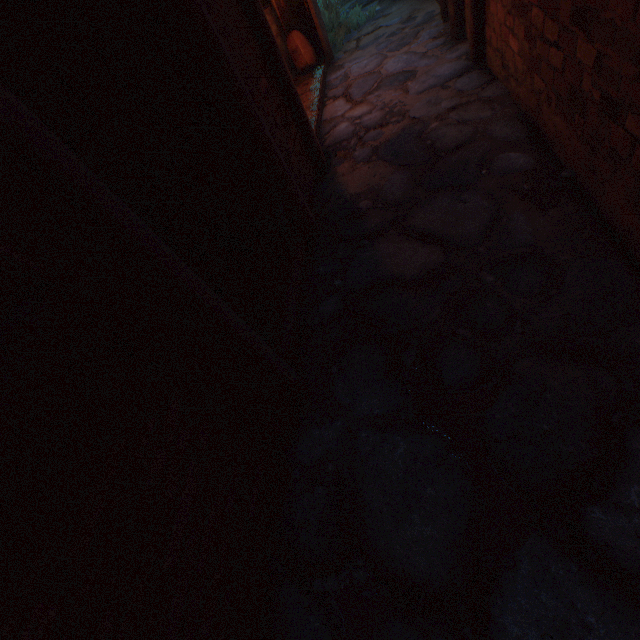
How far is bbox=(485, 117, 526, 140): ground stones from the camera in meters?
2.6 m

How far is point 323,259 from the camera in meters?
2.7 m

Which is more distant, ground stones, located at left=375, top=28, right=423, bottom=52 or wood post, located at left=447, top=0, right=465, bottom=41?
ground stones, located at left=375, top=28, right=423, bottom=52

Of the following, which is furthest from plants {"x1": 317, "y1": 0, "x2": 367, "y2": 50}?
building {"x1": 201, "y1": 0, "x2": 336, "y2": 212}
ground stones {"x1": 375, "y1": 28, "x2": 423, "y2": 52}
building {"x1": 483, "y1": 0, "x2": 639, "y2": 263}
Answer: building {"x1": 483, "y1": 0, "x2": 639, "y2": 263}

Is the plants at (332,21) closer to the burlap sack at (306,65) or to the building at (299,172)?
the building at (299,172)

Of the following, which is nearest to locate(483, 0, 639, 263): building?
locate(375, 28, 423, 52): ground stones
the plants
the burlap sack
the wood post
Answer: locate(375, 28, 423, 52): ground stones

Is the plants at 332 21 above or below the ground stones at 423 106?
above

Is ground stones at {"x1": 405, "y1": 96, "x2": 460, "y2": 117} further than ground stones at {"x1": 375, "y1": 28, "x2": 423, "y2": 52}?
No
